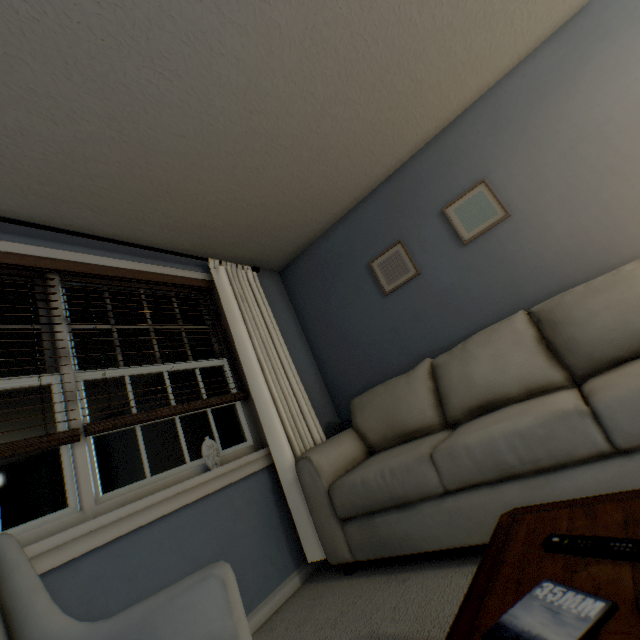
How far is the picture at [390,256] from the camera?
2.67m

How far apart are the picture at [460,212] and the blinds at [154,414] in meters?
2.0

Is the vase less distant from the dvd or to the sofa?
the sofa

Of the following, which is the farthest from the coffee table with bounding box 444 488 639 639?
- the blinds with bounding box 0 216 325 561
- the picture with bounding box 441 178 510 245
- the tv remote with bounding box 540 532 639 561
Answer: the picture with bounding box 441 178 510 245

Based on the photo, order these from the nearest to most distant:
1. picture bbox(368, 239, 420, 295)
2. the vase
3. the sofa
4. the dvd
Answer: the dvd, the sofa, the vase, picture bbox(368, 239, 420, 295)

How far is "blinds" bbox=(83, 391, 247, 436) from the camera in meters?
1.6

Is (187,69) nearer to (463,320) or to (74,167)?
(74,167)

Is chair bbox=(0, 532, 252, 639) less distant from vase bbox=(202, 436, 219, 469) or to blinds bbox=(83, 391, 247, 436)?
blinds bbox=(83, 391, 247, 436)
